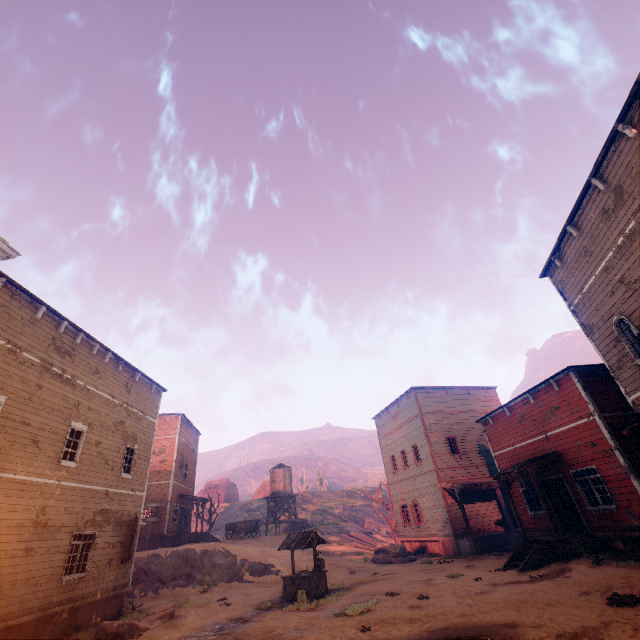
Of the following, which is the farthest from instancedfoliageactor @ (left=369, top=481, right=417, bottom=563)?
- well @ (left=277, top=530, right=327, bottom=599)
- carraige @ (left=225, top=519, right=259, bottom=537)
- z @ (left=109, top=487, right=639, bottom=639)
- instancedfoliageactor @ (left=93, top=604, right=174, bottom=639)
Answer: instancedfoliageactor @ (left=93, top=604, right=174, bottom=639)

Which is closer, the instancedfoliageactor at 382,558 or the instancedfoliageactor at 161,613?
the instancedfoliageactor at 161,613

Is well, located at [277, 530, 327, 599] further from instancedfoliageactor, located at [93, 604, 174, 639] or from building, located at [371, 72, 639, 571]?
building, located at [371, 72, 639, 571]

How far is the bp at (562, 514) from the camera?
14.98m

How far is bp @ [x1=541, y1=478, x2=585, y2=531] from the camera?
15.0m

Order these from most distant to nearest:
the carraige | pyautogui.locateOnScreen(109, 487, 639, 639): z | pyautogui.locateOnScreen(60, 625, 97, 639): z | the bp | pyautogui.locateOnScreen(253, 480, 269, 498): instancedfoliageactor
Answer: pyautogui.locateOnScreen(253, 480, 269, 498): instancedfoliageactor → the carraige → the bp → pyautogui.locateOnScreen(60, 625, 97, 639): z → pyautogui.locateOnScreen(109, 487, 639, 639): z

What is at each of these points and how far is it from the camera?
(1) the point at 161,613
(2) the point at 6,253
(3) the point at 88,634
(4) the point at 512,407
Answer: (1) instancedfoliageactor, 12.8m
(2) building, 11.5m
(3) z, 11.8m
(4) building, 17.9m

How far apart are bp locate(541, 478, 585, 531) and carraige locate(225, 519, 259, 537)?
27.7m
